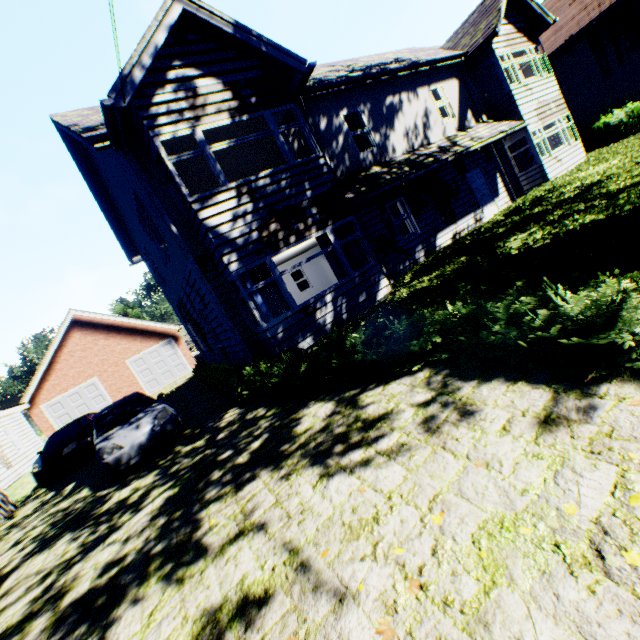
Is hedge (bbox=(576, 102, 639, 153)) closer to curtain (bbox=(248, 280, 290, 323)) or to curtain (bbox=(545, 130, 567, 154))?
curtain (bbox=(545, 130, 567, 154))

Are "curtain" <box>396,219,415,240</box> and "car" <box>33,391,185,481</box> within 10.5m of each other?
yes

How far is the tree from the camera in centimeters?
4381cm

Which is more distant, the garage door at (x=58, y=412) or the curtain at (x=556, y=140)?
the garage door at (x=58, y=412)

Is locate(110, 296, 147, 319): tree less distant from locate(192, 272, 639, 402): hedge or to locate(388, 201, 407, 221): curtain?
locate(192, 272, 639, 402): hedge

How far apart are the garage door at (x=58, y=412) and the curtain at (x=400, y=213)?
22.4m

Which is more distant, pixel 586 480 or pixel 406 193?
pixel 406 193

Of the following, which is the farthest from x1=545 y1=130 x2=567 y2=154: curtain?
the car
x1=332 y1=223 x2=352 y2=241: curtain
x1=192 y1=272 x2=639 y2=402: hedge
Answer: the car
